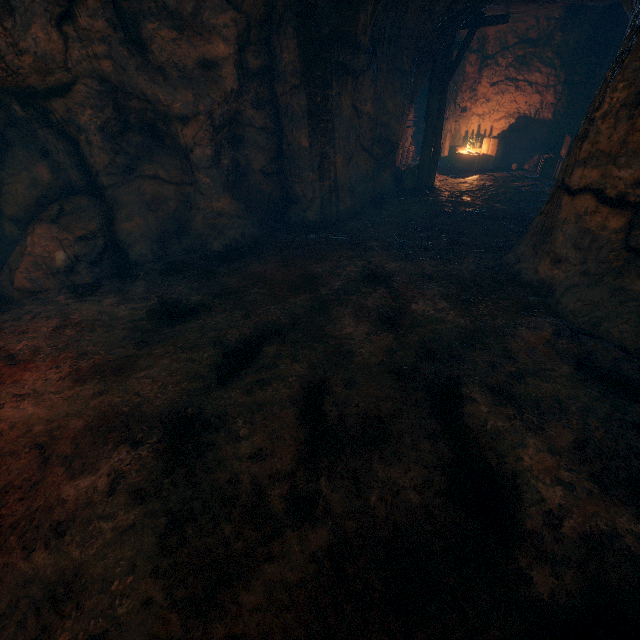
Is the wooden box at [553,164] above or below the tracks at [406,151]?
below

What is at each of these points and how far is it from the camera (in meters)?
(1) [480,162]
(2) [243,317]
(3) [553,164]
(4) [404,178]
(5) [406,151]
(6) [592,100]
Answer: (1) wooden box, 12.74
(2) burlap sack, 5.12
(3) wooden box, 11.05
(4) burlap sack, 10.78
(5) tracks, 13.04
(6) cave, 4.29

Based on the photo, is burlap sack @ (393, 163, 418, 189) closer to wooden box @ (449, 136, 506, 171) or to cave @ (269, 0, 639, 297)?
cave @ (269, 0, 639, 297)

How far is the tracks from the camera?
12.79m

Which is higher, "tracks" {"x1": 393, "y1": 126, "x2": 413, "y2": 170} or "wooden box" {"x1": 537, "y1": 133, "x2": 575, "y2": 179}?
"tracks" {"x1": 393, "y1": 126, "x2": 413, "y2": 170}

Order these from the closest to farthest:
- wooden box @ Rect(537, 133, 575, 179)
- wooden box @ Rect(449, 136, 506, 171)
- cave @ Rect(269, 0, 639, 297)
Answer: cave @ Rect(269, 0, 639, 297), wooden box @ Rect(537, 133, 575, 179), wooden box @ Rect(449, 136, 506, 171)

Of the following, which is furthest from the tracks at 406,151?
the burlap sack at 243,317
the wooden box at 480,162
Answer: the burlap sack at 243,317

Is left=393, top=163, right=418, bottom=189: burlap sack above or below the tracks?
below
